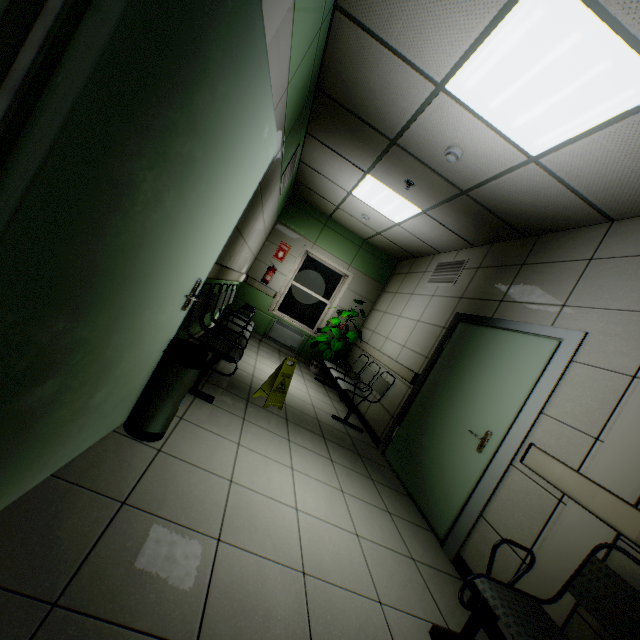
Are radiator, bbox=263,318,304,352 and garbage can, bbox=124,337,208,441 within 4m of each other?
no

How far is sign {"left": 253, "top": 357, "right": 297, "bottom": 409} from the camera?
3.7 meters

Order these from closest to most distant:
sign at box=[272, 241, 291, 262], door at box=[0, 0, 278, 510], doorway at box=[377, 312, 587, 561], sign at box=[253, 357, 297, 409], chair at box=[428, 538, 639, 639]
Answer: door at box=[0, 0, 278, 510]
chair at box=[428, 538, 639, 639]
doorway at box=[377, 312, 587, 561]
sign at box=[253, 357, 297, 409]
sign at box=[272, 241, 291, 262]

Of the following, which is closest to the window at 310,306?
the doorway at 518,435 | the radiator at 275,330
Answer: the radiator at 275,330

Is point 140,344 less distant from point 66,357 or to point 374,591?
point 66,357

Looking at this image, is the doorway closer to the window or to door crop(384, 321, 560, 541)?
door crop(384, 321, 560, 541)

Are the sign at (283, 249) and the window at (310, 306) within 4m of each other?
yes

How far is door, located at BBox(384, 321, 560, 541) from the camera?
2.9 meters
